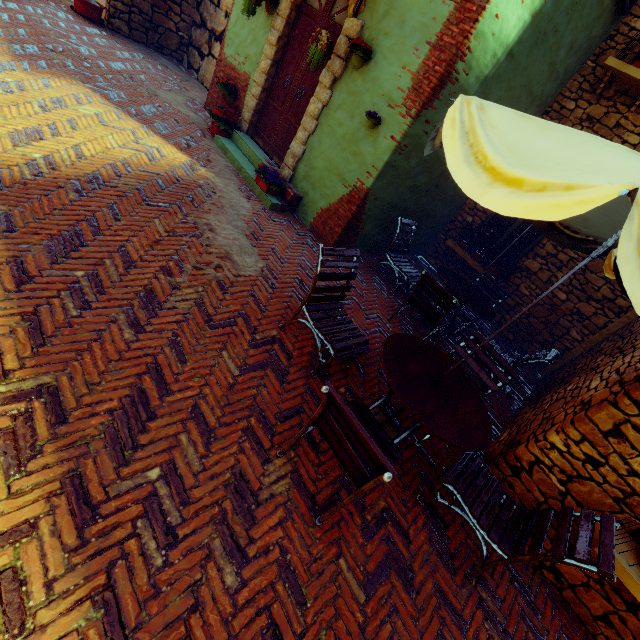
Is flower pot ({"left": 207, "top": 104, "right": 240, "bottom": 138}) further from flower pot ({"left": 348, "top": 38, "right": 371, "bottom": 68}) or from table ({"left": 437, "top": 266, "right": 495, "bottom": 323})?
table ({"left": 437, "top": 266, "right": 495, "bottom": 323})

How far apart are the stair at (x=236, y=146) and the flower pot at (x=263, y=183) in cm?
1

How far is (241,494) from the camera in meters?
2.3 m

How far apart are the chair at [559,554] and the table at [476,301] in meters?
2.4 m

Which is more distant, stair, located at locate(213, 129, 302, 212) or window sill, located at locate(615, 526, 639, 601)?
stair, located at locate(213, 129, 302, 212)

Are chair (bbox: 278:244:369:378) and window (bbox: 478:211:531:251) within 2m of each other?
no

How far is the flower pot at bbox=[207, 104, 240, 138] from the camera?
6.56m

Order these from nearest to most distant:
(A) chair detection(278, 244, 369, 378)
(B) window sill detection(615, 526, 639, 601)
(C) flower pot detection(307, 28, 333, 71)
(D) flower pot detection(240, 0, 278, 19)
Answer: (B) window sill detection(615, 526, 639, 601)
(A) chair detection(278, 244, 369, 378)
(C) flower pot detection(307, 28, 333, 71)
(D) flower pot detection(240, 0, 278, 19)
